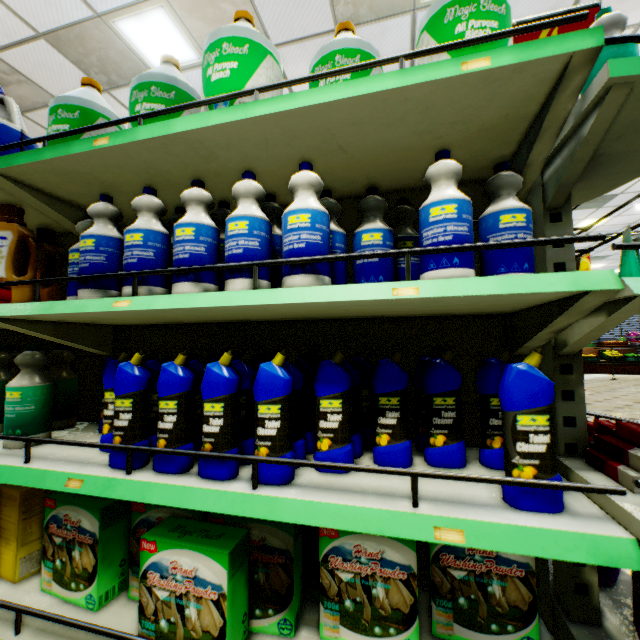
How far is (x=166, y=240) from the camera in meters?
1.2 m

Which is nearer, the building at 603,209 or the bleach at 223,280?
the bleach at 223,280

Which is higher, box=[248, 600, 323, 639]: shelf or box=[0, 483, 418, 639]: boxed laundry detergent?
box=[0, 483, 418, 639]: boxed laundry detergent

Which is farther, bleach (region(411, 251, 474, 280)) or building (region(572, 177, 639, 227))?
building (region(572, 177, 639, 227))

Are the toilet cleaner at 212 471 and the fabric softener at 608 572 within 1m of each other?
no

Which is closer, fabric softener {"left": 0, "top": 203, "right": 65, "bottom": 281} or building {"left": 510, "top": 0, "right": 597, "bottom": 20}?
fabric softener {"left": 0, "top": 203, "right": 65, "bottom": 281}

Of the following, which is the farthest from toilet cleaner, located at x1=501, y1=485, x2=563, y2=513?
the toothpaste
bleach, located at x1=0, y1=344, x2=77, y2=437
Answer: bleach, located at x1=0, y1=344, x2=77, y2=437

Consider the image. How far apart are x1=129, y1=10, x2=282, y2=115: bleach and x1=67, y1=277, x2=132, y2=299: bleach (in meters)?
0.47
